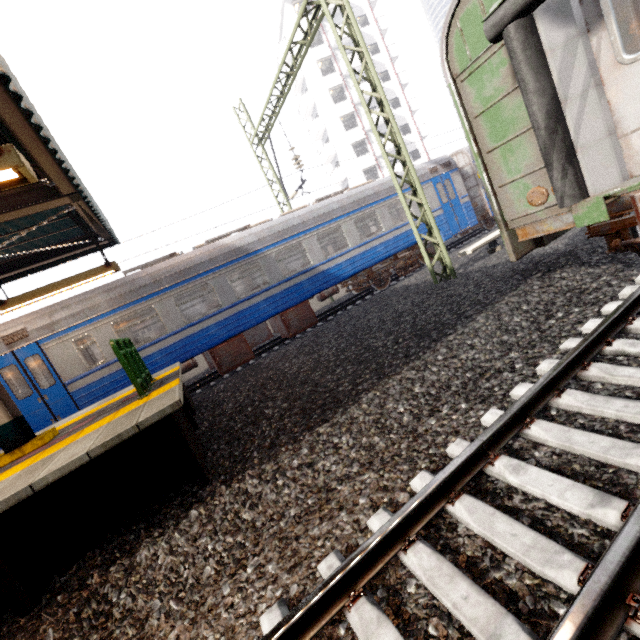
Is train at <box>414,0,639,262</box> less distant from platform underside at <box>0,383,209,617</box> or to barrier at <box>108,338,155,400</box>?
platform underside at <box>0,383,209,617</box>

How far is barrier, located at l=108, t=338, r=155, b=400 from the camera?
5.13m

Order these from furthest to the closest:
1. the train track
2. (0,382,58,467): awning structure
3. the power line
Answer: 1. the power line
2. (0,382,58,467): awning structure
3. the train track

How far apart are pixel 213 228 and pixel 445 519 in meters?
11.6 m

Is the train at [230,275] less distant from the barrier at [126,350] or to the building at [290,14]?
the barrier at [126,350]

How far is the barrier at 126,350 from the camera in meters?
5.1 m

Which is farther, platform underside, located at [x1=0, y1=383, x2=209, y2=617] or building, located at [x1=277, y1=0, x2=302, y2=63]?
building, located at [x1=277, y1=0, x2=302, y2=63]

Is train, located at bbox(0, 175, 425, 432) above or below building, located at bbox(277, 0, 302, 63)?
below
